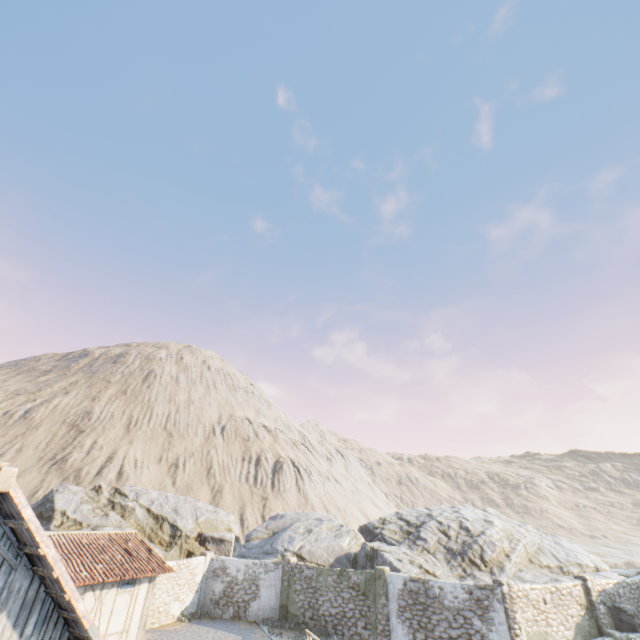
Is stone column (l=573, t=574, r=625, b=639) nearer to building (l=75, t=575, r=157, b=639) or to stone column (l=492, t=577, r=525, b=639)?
stone column (l=492, t=577, r=525, b=639)

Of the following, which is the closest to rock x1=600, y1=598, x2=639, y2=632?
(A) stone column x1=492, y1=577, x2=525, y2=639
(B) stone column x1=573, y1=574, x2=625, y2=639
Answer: (B) stone column x1=573, y1=574, x2=625, y2=639

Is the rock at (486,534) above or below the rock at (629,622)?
above

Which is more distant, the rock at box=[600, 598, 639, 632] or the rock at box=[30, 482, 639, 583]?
the rock at box=[30, 482, 639, 583]

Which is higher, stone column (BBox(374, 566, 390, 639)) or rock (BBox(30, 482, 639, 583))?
rock (BBox(30, 482, 639, 583))

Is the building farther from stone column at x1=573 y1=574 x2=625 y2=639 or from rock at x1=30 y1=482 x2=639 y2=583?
stone column at x1=573 y1=574 x2=625 y2=639

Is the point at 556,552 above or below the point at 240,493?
below

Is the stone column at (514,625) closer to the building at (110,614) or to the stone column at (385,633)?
the stone column at (385,633)
